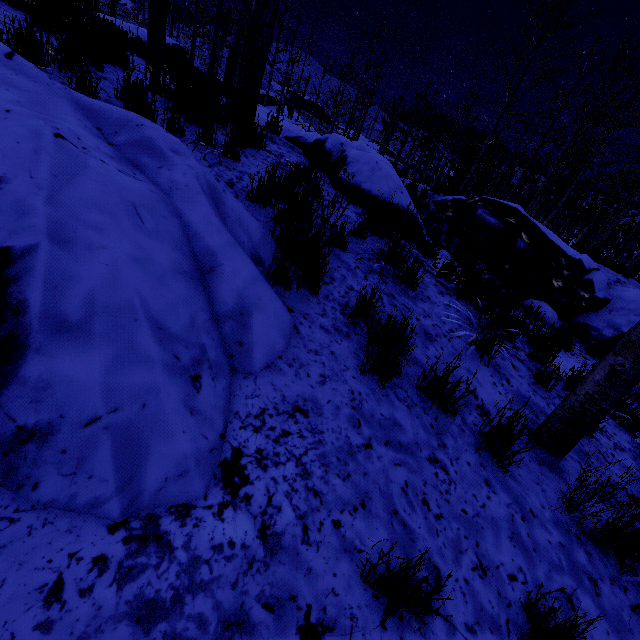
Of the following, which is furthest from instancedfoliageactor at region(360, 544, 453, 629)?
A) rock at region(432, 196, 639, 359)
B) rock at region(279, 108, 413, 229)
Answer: rock at region(432, 196, 639, 359)

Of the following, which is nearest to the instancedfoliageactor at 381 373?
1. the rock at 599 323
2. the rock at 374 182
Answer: the rock at 374 182

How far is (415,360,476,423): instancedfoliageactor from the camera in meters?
2.3 m

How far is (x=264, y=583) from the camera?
1.28m

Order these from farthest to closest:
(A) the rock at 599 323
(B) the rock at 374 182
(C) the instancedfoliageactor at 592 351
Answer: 1. (A) the rock at 599 323
2. (C) the instancedfoliageactor at 592 351
3. (B) the rock at 374 182

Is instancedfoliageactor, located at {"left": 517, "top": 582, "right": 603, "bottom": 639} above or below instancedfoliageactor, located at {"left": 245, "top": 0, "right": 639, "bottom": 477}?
below

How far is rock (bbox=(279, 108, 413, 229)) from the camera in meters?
5.2

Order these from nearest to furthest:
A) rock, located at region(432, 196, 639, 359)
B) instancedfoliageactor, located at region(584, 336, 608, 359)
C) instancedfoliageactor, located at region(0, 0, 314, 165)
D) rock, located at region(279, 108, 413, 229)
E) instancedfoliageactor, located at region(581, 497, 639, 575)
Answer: instancedfoliageactor, located at region(581, 497, 639, 575), instancedfoliageactor, located at region(0, 0, 314, 165), rock, located at region(279, 108, 413, 229), instancedfoliageactor, located at region(584, 336, 608, 359), rock, located at region(432, 196, 639, 359)
